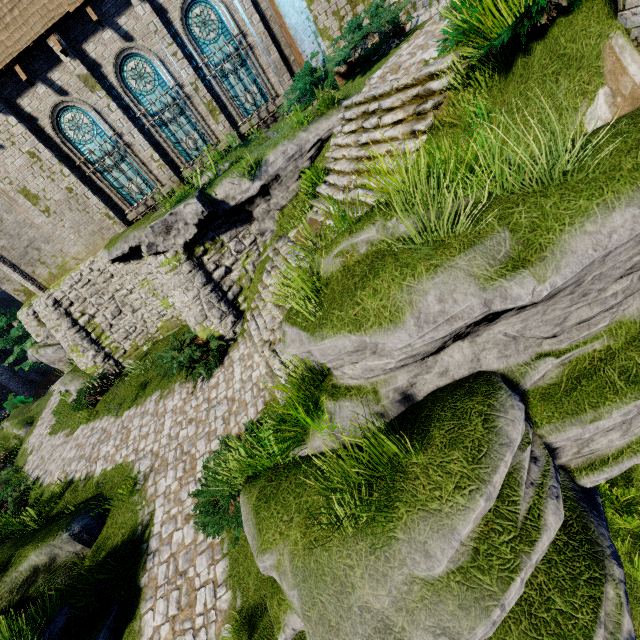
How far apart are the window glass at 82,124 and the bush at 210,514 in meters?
11.4 m

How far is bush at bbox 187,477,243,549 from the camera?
5.7 meters

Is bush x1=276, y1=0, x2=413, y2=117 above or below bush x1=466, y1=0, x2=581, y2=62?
above

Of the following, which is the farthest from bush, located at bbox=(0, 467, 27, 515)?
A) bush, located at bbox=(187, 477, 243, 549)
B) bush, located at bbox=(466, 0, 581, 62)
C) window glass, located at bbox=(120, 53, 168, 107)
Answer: bush, located at bbox=(466, 0, 581, 62)

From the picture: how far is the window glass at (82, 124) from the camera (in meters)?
11.76

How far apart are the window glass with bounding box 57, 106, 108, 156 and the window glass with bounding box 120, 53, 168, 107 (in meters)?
1.51

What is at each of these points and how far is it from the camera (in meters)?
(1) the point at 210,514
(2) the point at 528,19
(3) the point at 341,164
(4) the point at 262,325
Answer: (1) bush, 5.91
(2) bush, 4.09
(3) stairs, 8.77
(4) stairs, 9.38

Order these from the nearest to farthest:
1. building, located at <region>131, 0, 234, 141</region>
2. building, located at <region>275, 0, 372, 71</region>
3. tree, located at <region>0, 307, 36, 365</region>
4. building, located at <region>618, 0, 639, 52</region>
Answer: building, located at <region>618, 0, 639, 52</region>, building, located at <region>275, 0, 372, 71</region>, building, located at <region>131, 0, 234, 141</region>, tree, located at <region>0, 307, 36, 365</region>
